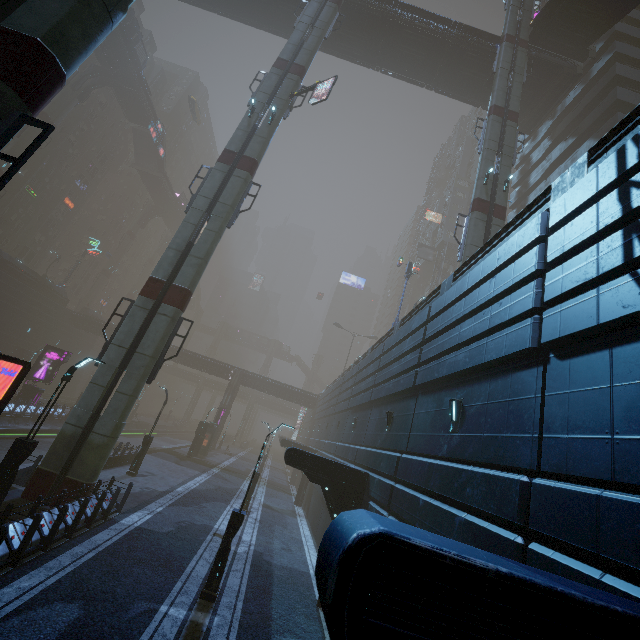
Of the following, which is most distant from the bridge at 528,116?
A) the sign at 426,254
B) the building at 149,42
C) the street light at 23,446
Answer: the street light at 23,446

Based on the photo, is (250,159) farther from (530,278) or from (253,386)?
(253,386)

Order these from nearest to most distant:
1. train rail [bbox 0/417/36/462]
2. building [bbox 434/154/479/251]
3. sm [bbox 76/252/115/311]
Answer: train rail [bbox 0/417/36/462] → building [bbox 434/154/479/251] → sm [bbox 76/252/115/311]

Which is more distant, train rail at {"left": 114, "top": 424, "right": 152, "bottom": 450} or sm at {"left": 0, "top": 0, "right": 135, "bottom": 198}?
train rail at {"left": 114, "top": 424, "right": 152, "bottom": 450}

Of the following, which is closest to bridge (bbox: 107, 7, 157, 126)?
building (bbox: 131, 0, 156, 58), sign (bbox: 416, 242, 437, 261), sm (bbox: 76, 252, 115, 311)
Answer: building (bbox: 131, 0, 156, 58)

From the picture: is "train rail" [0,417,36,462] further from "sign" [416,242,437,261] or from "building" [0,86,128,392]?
"sign" [416,242,437,261]

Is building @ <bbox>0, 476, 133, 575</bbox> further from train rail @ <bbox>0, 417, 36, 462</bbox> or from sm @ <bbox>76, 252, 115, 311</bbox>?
sm @ <bbox>76, 252, 115, 311</bbox>

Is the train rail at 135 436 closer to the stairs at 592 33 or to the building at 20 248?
the building at 20 248
